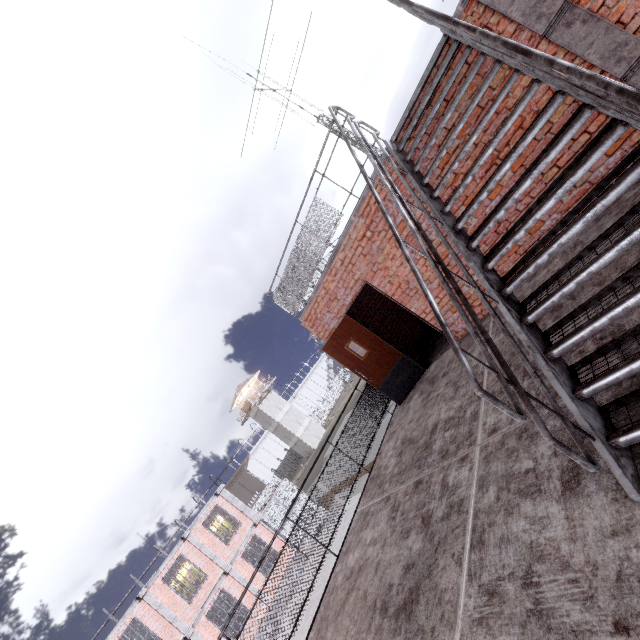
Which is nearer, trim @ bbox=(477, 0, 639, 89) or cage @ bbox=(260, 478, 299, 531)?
trim @ bbox=(477, 0, 639, 89)

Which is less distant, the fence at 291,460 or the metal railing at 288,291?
the metal railing at 288,291

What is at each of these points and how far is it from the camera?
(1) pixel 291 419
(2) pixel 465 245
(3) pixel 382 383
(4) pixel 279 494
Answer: (1) building, 51.7m
(2) stair, 3.2m
(3) door, 7.1m
(4) cage, 22.0m

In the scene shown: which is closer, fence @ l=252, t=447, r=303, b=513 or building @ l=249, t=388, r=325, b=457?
fence @ l=252, t=447, r=303, b=513

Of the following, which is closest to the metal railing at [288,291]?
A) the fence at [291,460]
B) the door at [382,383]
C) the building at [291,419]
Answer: → the door at [382,383]

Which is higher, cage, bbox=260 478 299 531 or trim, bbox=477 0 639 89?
trim, bbox=477 0 639 89

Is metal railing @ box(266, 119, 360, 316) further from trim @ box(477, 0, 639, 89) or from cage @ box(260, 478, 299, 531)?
trim @ box(477, 0, 639, 89)

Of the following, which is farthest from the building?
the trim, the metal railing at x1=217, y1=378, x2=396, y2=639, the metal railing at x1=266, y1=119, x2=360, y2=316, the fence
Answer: the trim
